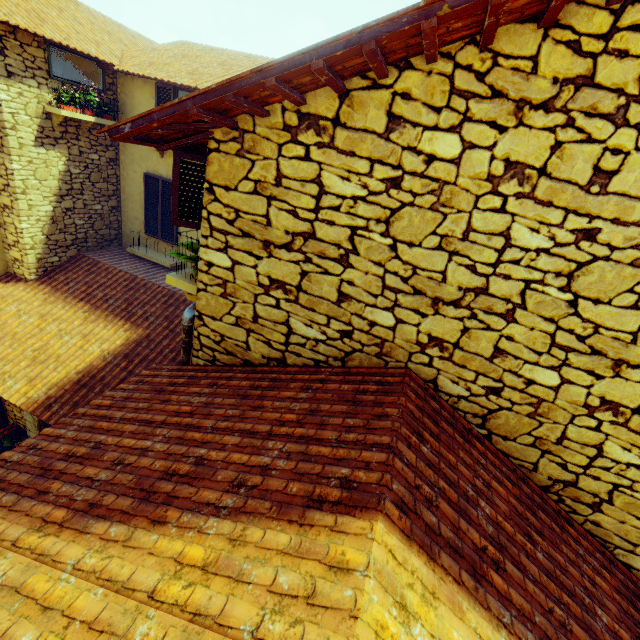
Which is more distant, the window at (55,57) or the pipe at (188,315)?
the window at (55,57)

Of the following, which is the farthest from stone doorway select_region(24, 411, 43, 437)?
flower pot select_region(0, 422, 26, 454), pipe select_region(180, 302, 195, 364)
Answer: pipe select_region(180, 302, 195, 364)

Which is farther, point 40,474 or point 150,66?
point 150,66

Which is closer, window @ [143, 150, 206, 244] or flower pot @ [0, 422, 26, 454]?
window @ [143, 150, 206, 244]

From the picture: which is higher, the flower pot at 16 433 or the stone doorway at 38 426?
the stone doorway at 38 426

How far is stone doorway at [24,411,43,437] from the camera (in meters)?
6.79

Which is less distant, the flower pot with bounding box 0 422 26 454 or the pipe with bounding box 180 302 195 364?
the pipe with bounding box 180 302 195 364

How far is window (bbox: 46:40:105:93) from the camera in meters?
6.7
